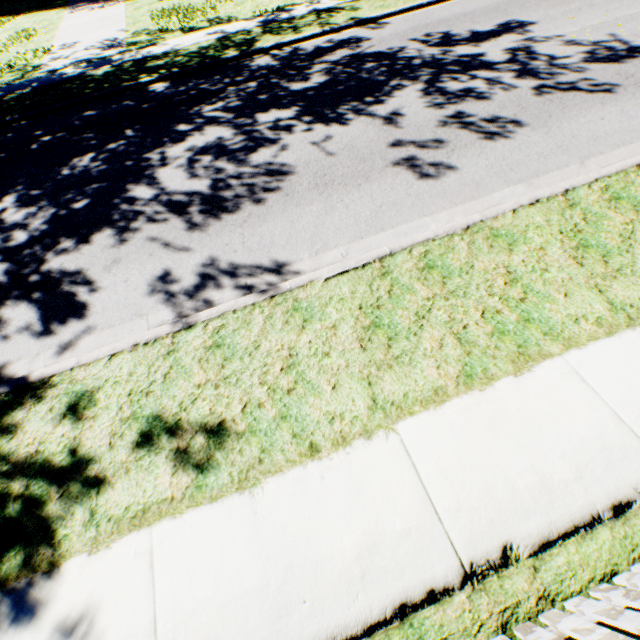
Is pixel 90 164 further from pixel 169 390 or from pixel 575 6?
pixel 575 6
